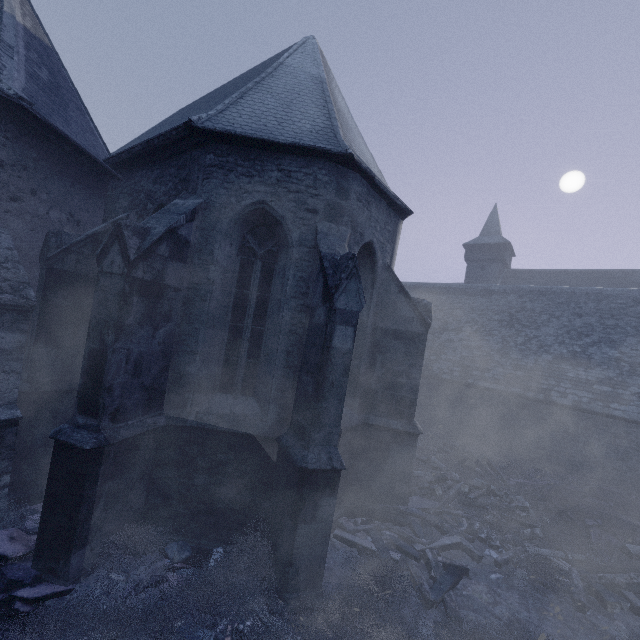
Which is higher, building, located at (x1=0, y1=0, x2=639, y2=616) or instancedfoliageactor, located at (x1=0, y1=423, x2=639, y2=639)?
building, located at (x1=0, y1=0, x2=639, y2=616)

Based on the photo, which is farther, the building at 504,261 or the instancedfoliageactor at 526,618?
the building at 504,261

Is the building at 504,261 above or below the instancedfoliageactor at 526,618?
above

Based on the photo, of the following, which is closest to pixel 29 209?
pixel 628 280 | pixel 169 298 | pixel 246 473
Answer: pixel 169 298

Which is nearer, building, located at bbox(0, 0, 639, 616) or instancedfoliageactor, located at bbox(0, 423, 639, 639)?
instancedfoliageactor, located at bbox(0, 423, 639, 639)
